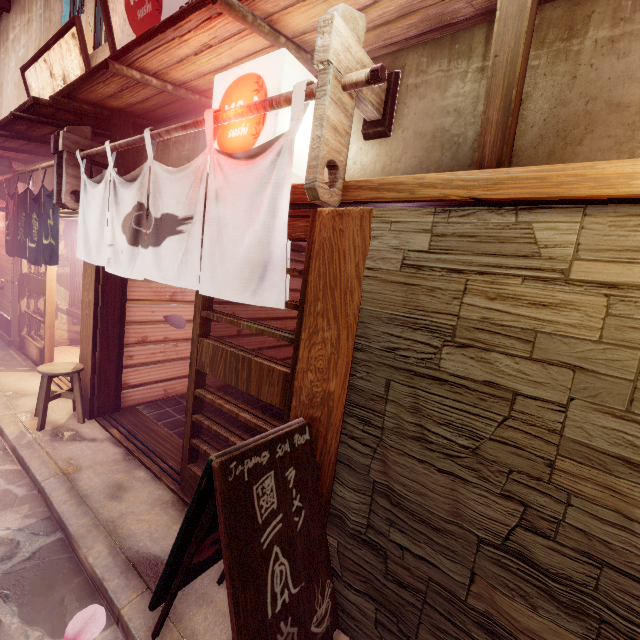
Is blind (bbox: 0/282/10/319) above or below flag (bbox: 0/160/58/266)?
below

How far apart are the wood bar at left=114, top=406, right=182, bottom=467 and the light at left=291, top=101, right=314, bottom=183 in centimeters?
Answer: 555cm

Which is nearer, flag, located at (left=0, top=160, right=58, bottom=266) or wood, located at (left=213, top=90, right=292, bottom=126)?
wood, located at (left=213, top=90, right=292, bottom=126)

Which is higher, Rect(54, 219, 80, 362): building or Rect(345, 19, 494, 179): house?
Rect(345, 19, 494, 179): house

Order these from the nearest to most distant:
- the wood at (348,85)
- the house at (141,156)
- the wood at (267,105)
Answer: the wood at (348,85), the wood at (267,105), the house at (141,156)

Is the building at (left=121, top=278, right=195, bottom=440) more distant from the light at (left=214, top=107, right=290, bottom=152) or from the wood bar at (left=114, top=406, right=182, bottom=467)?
the light at (left=214, top=107, right=290, bottom=152)

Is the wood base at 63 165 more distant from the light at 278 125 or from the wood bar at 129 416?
the wood bar at 129 416

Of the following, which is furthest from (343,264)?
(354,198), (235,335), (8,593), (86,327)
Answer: (235,335)
